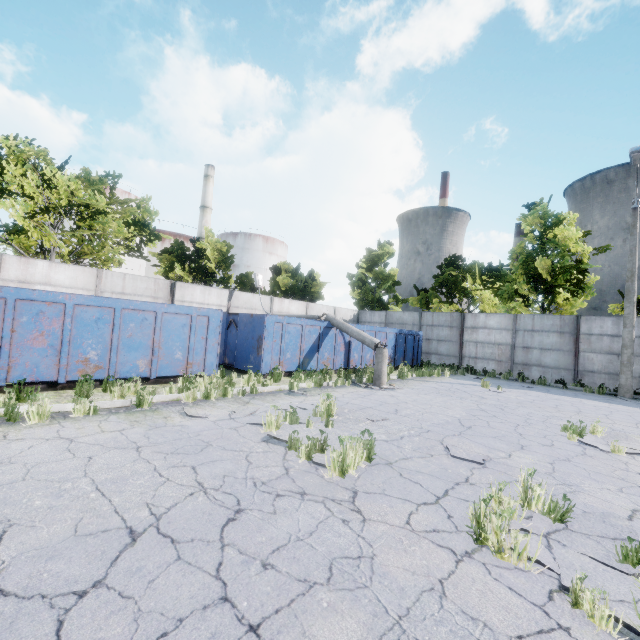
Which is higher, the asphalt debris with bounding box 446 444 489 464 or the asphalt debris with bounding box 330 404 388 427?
the asphalt debris with bounding box 330 404 388 427

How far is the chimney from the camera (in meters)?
48.12

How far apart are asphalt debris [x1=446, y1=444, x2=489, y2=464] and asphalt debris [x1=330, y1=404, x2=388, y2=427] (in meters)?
1.38

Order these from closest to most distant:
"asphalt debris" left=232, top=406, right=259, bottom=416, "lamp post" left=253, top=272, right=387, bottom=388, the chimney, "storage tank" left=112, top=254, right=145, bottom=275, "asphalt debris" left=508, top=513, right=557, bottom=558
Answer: "asphalt debris" left=508, top=513, right=557, bottom=558, "asphalt debris" left=232, top=406, right=259, bottom=416, "lamp post" left=253, top=272, right=387, bottom=388, "storage tank" left=112, top=254, right=145, bottom=275, the chimney

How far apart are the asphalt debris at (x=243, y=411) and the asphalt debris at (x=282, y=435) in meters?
0.6 m

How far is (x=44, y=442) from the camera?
4.6 meters

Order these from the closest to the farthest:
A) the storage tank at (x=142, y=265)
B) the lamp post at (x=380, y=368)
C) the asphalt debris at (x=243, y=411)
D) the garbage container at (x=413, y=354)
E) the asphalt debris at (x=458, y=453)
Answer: the asphalt debris at (x=458, y=453) < the asphalt debris at (x=243, y=411) < the lamp post at (x=380, y=368) < the garbage container at (x=413, y=354) < the storage tank at (x=142, y=265)

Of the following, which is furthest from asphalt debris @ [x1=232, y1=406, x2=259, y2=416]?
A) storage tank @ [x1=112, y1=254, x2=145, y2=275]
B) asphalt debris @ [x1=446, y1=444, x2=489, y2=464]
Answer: storage tank @ [x1=112, y1=254, x2=145, y2=275]
